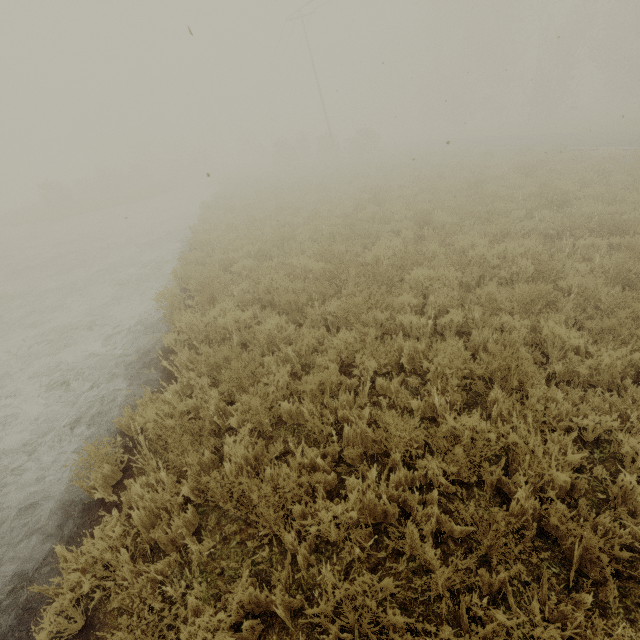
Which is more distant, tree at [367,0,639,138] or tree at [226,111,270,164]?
tree at [226,111,270,164]

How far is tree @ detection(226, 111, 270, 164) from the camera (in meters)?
51.25

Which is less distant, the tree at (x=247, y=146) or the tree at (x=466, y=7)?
the tree at (x=466, y=7)

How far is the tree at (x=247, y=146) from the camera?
51.25m

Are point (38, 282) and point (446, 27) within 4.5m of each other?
no
